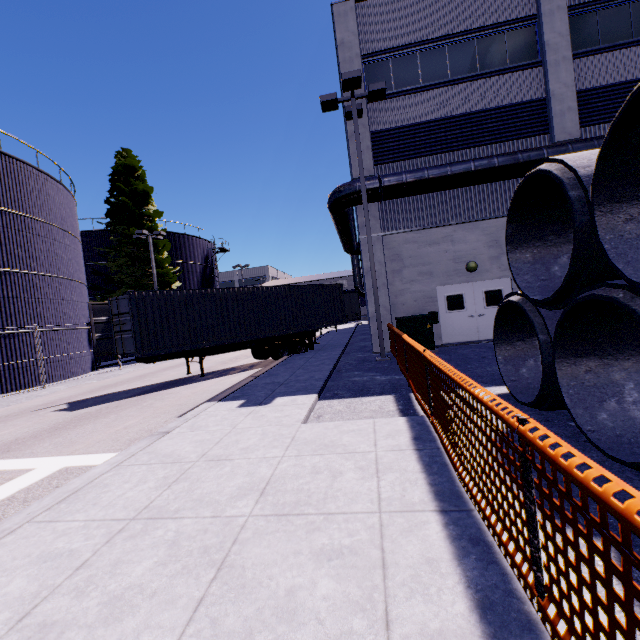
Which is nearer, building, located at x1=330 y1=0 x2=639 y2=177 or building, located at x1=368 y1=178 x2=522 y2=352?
building, located at x1=330 y1=0 x2=639 y2=177

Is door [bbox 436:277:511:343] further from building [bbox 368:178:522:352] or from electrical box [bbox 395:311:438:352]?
electrical box [bbox 395:311:438:352]

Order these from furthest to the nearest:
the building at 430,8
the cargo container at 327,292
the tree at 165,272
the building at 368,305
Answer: the tree at 165,272
the building at 368,305
the building at 430,8
the cargo container at 327,292

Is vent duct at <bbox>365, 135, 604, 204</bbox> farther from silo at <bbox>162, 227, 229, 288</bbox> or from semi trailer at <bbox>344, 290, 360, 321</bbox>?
silo at <bbox>162, 227, 229, 288</bbox>

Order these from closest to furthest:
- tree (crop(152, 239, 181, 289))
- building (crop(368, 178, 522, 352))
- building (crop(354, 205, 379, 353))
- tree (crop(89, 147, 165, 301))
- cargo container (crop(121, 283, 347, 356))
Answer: cargo container (crop(121, 283, 347, 356)) → building (crop(368, 178, 522, 352)) → building (crop(354, 205, 379, 353)) → tree (crop(89, 147, 165, 301)) → tree (crop(152, 239, 181, 289))

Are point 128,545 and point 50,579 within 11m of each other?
yes

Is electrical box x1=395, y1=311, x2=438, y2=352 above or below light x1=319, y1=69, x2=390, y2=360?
below

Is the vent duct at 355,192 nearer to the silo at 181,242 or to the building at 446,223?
the building at 446,223
